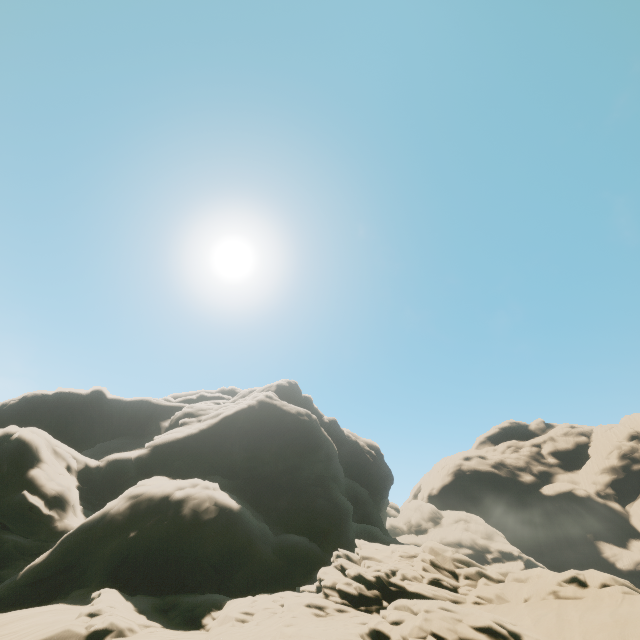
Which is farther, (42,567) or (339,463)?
(339,463)
